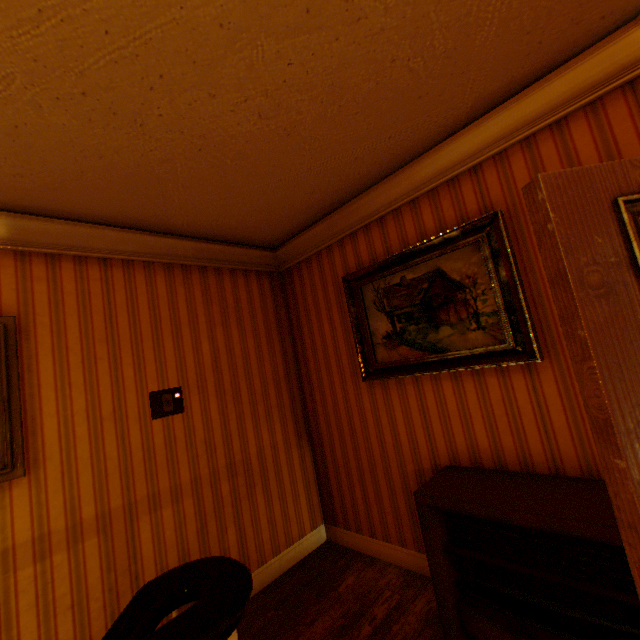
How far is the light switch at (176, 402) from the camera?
2.56m

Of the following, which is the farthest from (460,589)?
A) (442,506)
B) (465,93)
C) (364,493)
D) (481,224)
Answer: (465,93)

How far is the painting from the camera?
2.1 meters

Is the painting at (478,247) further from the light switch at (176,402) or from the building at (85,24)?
the light switch at (176,402)

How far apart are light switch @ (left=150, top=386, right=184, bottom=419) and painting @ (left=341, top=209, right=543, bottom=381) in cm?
155

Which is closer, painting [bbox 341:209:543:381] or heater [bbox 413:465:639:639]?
heater [bbox 413:465:639:639]

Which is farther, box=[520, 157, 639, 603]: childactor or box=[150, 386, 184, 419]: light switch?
box=[150, 386, 184, 419]: light switch

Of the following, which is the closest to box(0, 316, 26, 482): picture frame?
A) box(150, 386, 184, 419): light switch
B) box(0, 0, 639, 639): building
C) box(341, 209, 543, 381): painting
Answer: box(0, 0, 639, 639): building
